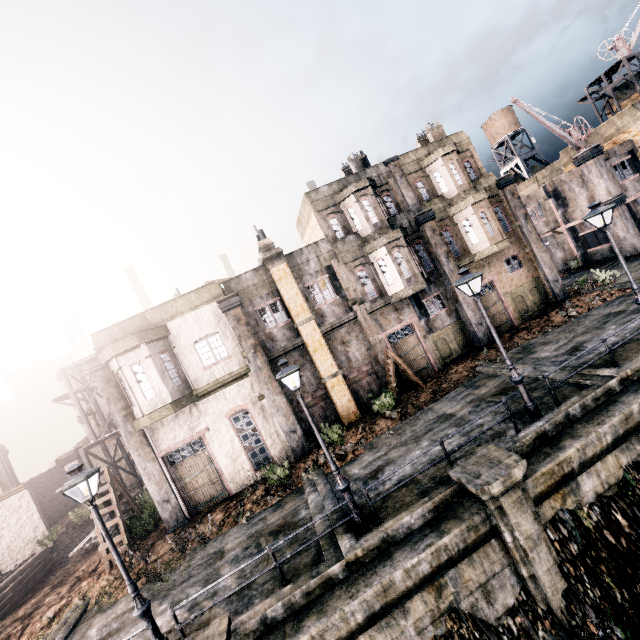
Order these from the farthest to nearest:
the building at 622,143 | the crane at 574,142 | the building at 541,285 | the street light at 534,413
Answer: the building at 622,143 → the crane at 574,142 → the building at 541,285 → the street light at 534,413

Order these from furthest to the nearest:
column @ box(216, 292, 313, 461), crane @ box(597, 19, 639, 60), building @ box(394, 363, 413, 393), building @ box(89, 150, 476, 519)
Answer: Answer: crane @ box(597, 19, 639, 60) < building @ box(394, 363, 413, 393) < column @ box(216, 292, 313, 461) < building @ box(89, 150, 476, 519)

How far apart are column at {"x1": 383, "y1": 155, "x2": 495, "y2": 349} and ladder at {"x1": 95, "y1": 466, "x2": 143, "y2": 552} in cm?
2212

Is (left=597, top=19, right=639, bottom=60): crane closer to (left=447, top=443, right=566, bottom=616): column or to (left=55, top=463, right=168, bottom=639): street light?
(left=447, top=443, right=566, bottom=616): column

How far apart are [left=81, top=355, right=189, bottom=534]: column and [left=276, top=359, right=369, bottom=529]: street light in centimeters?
1054cm

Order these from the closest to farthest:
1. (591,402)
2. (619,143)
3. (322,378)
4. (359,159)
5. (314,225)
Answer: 1. (591,402)
2. (322,378)
3. (314,225)
4. (359,159)
5. (619,143)

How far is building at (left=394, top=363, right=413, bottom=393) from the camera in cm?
1997

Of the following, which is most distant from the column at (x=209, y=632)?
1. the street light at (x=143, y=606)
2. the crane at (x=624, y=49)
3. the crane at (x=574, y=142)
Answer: the crane at (x=624, y=49)
